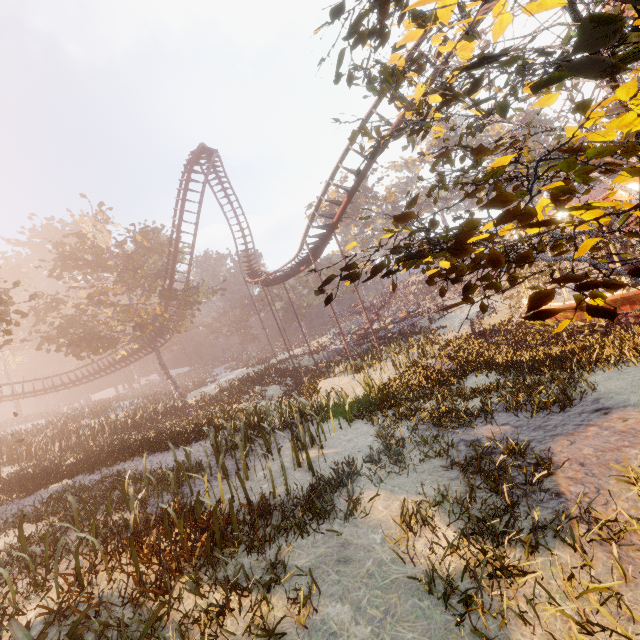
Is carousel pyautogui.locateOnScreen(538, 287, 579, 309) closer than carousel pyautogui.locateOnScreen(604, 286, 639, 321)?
No

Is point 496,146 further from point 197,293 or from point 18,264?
point 18,264

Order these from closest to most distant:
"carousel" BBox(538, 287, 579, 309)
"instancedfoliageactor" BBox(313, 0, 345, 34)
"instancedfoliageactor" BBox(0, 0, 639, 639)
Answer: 1. "instancedfoliageactor" BBox(0, 0, 639, 639)
2. "instancedfoliageactor" BBox(313, 0, 345, 34)
3. "carousel" BBox(538, 287, 579, 309)

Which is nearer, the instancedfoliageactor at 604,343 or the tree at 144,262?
the instancedfoliageactor at 604,343

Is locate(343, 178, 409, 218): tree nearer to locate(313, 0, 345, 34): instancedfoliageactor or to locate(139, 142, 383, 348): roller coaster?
locate(139, 142, 383, 348): roller coaster

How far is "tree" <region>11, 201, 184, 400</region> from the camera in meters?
27.6 m

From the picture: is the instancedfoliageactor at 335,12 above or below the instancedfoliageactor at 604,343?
above

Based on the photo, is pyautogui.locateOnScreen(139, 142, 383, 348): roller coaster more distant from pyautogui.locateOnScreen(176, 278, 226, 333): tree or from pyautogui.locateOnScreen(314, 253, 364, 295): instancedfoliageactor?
pyautogui.locateOnScreen(314, 253, 364, 295): instancedfoliageactor
